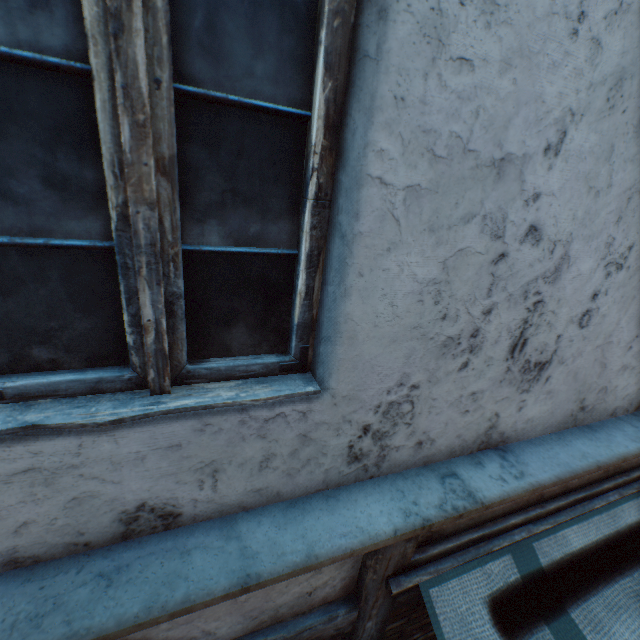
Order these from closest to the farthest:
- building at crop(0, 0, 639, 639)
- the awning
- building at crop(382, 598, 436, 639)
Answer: building at crop(0, 0, 639, 639)
the awning
building at crop(382, 598, 436, 639)

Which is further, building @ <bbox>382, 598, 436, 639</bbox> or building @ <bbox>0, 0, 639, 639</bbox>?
building @ <bbox>382, 598, 436, 639</bbox>

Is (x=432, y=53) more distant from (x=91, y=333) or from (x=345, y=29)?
(x=91, y=333)

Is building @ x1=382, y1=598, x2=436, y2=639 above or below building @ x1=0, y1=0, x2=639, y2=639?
below

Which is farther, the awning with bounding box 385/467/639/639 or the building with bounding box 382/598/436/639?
the building with bounding box 382/598/436/639

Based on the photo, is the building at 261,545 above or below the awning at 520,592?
above

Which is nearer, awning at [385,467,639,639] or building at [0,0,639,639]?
building at [0,0,639,639]

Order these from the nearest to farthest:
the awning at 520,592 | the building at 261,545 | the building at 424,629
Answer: the building at 261,545 < the awning at 520,592 < the building at 424,629
